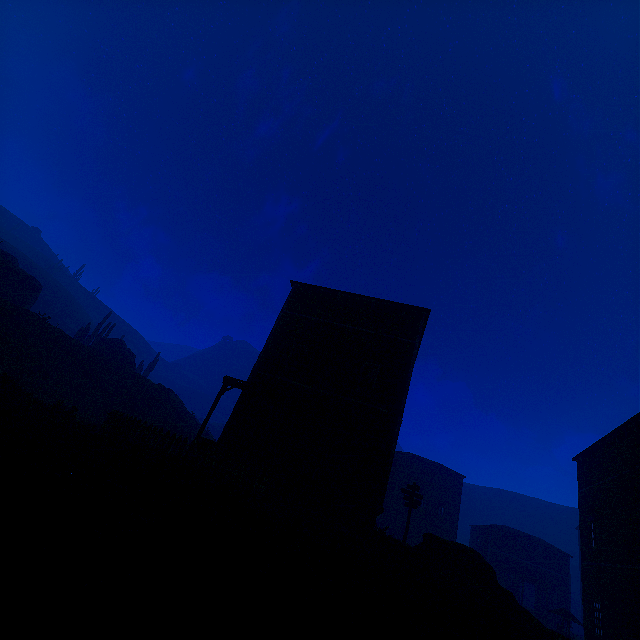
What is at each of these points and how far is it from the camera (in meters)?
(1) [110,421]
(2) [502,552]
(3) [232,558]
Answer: (1) fence, 11.37
(2) building, 35.84
(3) z, 5.30

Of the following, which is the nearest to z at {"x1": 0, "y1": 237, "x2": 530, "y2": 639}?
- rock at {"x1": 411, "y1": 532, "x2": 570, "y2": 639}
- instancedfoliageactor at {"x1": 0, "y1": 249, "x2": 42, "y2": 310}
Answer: rock at {"x1": 411, "y1": 532, "x2": 570, "y2": 639}

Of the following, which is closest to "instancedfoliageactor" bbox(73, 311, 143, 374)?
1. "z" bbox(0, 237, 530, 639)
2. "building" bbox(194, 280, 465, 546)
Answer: "z" bbox(0, 237, 530, 639)

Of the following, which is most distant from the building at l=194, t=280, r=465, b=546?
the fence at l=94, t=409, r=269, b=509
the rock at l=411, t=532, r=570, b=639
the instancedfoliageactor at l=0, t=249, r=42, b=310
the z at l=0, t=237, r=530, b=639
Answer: the instancedfoliageactor at l=0, t=249, r=42, b=310

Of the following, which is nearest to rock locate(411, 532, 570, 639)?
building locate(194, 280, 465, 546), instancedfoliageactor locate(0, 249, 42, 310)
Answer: building locate(194, 280, 465, 546)

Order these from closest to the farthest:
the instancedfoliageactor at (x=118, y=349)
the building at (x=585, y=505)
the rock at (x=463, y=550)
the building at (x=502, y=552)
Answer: the rock at (x=463, y=550)
the building at (x=585, y=505)
the building at (x=502, y=552)
the instancedfoliageactor at (x=118, y=349)

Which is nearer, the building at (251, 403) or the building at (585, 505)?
the building at (251, 403)

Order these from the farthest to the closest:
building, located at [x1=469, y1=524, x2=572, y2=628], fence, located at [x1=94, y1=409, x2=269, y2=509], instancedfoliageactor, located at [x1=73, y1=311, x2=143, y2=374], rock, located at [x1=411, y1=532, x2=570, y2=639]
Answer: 1. instancedfoliageactor, located at [x1=73, y1=311, x2=143, y2=374]
2. building, located at [x1=469, y1=524, x2=572, y2=628]
3. rock, located at [x1=411, y1=532, x2=570, y2=639]
4. fence, located at [x1=94, y1=409, x2=269, y2=509]
